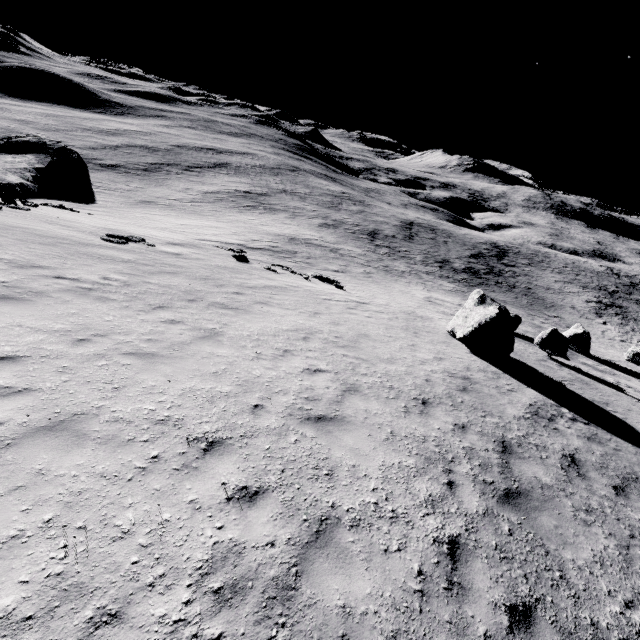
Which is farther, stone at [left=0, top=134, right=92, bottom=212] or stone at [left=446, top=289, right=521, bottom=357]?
stone at [left=0, top=134, right=92, bottom=212]

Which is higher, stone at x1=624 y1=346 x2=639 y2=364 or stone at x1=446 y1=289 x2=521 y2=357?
stone at x1=446 y1=289 x2=521 y2=357

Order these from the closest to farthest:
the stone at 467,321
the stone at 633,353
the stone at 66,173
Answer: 1. the stone at 467,321
2. the stone at 66,173
3. the stone at 633,353

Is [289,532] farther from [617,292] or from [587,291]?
[617,292]

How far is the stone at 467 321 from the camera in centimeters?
Result: 1359cm

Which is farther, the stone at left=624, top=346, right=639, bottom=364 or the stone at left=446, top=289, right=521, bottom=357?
the stone at left=624, top=346, right=639, bottom=364

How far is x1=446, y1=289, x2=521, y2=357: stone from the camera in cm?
1359

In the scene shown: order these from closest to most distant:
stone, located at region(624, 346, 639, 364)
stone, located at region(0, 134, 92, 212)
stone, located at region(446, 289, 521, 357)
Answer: stone, located at region(446, 289, 521, 357) → stone, located at region(0, 134, 92, 212) → stone, located at region(624, 346, 639, 364)
